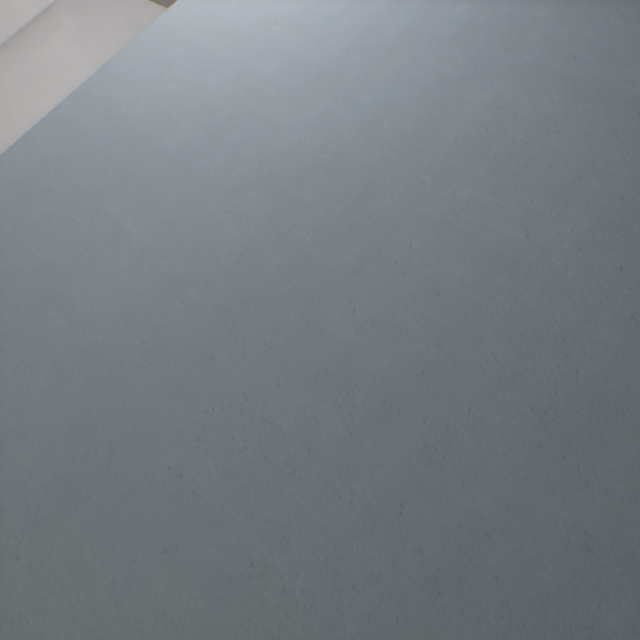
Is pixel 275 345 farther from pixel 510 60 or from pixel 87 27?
pixel 87 27
